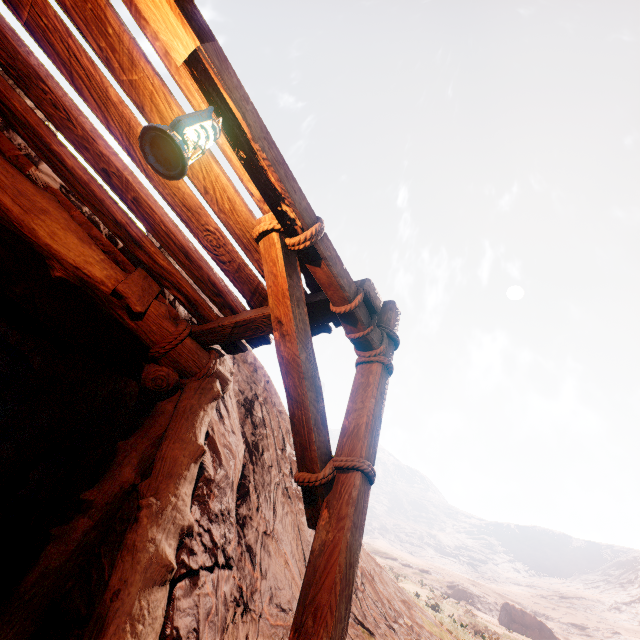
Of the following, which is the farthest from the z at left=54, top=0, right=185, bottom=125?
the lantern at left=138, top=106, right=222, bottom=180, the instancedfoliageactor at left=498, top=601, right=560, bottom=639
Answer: the instancedfoliageactor at left=498, top=601, right=560, bottom=639

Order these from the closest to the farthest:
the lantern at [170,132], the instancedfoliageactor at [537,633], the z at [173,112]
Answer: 1. the lantern at [170,132]
2. the z at [173,112]
3. the instancedfoliageactor at [537,633]

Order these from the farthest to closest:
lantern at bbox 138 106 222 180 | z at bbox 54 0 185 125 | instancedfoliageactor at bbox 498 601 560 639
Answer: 1. instancedfoliageactor at bbox 498 601 560 639
2. z at bbox 54 0 185 125
3. lantern at bbox 138 106 222 180

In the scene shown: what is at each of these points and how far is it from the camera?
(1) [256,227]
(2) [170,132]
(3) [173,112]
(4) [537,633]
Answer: (1) z, 2.21m
(2) lantern, 1.40m
(3) z, 2.21m
(4) instancedfoliageactor, 32.03m

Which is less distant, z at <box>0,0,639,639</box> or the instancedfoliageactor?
z at <box>0,0,639,639</box>

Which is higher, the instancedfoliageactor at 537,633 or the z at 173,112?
the instancedfoliageactor at 537,633
